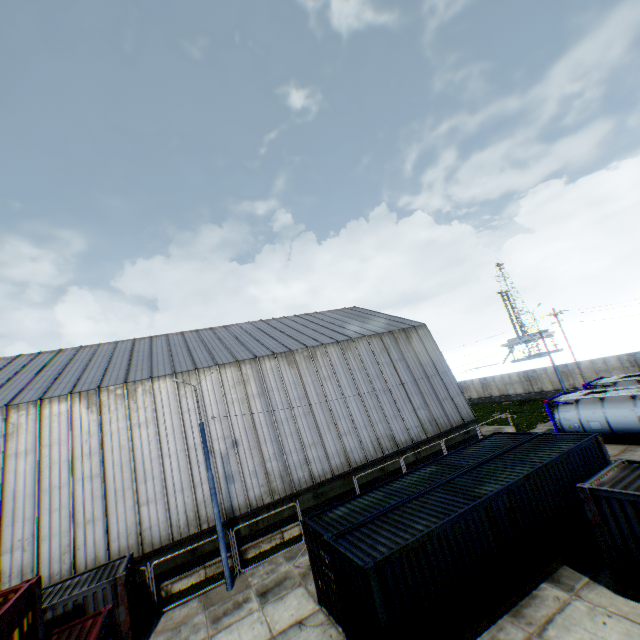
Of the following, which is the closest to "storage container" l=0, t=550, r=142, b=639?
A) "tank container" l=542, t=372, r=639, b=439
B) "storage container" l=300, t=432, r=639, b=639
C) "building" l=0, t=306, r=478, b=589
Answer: "storage container" l=300, t=432, r=639, b=639

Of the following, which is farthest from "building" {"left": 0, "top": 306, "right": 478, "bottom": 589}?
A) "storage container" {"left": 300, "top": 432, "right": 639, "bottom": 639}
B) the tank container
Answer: "storage container" {"left": 300, "top": 432, "right": 639, "bottom": 639}

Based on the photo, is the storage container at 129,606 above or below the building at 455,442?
above

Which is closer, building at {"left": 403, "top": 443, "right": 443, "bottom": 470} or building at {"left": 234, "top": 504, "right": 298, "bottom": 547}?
building at {"left": 234, "top": 504, "right": 298, "bottom": 547}

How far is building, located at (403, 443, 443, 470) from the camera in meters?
24.3 m

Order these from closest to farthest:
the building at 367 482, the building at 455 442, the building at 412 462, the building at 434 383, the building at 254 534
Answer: the building at 434 383, the building at 254 534, the building at 367 482, the building at 412 462, the building at 455 442

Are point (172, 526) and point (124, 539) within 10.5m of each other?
yes

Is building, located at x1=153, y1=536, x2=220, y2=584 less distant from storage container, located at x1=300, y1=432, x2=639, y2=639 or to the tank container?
the tank container
